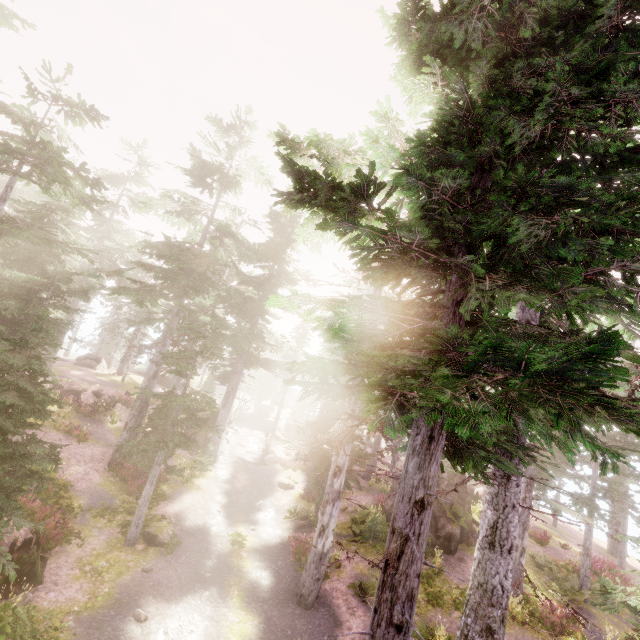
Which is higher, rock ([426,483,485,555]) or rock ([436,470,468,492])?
rock ([436,470,468,492])

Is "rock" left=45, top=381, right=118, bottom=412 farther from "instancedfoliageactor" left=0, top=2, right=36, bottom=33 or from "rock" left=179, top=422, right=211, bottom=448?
"rock" left=179, top=422, right=211, bottom=448

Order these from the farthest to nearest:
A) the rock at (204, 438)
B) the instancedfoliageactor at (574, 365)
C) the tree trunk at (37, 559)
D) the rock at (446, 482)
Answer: the rock at (204, 438) → the rock at (446, 482) → the tree trunk at (37, 559) → the instancedfoliageactor at (574, 365)

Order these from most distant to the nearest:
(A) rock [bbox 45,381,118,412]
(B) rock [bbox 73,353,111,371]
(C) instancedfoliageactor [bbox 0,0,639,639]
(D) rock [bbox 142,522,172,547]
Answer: (B) rock [bbox 73,353,111,371] < (A) rock [bbox 45,381,118,412] < (D) rock [bbox 142,522,172,547] < (C) instancedfoliageactor [bbox 0,0,639,639]

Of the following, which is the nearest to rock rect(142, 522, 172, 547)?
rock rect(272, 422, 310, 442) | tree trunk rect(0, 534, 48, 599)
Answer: tree trunk rect(0, 534, 48, 599)

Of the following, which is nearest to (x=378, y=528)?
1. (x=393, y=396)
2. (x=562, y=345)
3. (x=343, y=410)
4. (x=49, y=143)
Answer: (x=343, y=410)

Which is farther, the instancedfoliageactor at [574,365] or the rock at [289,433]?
the rock at [289,433]

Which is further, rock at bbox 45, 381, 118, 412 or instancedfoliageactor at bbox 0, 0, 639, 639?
rock at bbox 45, 381, 118, 412
